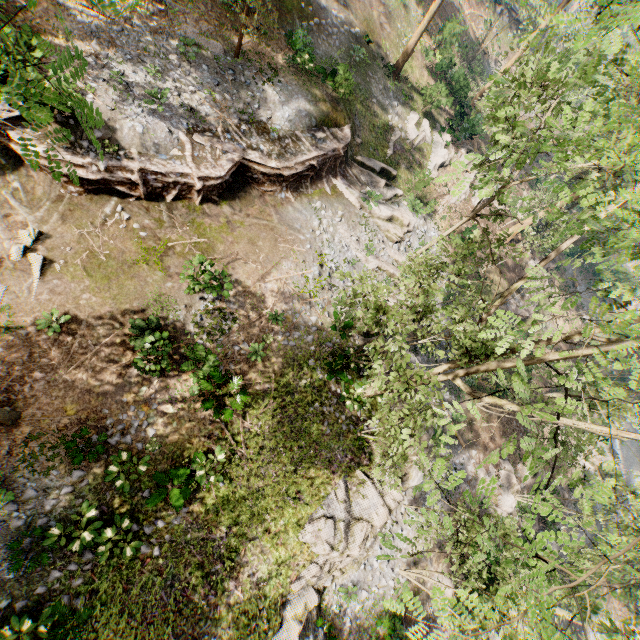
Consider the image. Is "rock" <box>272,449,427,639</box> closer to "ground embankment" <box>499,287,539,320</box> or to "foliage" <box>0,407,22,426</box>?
"foliage" <box>0,407,22,426</box>

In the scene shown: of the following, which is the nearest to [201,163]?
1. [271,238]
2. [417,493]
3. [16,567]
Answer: [271,238]

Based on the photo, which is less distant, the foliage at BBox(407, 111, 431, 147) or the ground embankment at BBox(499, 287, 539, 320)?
the foliage at BBox(407, 111, 431, 147)

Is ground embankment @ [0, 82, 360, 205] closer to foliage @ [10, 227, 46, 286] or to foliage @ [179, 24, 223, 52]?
foliage @ [10, 227, 46, 286]

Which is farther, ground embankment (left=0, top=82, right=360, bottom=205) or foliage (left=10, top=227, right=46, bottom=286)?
ground embankment (left=0, top=82, right=360, bottom=205)

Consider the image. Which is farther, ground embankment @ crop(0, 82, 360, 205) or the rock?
the rock

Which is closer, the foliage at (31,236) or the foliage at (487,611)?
the foliage at (487,611)

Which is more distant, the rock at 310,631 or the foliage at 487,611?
the rock at 310,631
